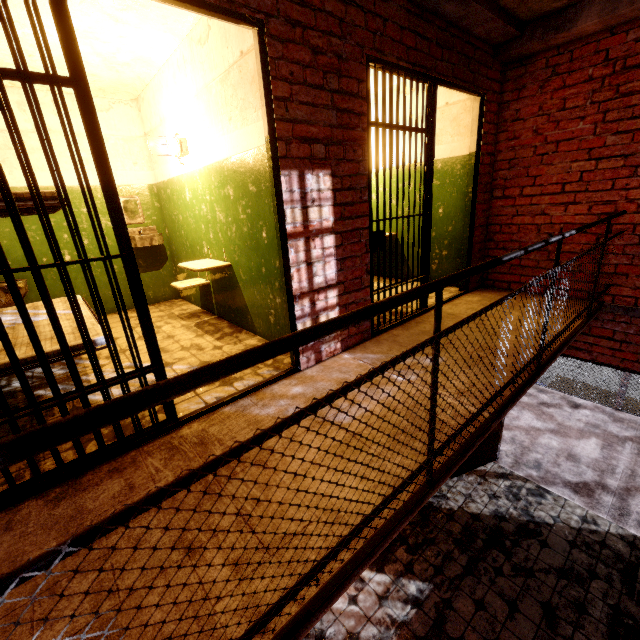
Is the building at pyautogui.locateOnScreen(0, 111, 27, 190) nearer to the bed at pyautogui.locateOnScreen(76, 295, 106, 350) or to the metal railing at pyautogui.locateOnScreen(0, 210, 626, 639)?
the bed at pyautogui.locateOnScreen(76, 295, 106, 350)

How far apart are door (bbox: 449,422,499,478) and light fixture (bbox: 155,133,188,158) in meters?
4.4

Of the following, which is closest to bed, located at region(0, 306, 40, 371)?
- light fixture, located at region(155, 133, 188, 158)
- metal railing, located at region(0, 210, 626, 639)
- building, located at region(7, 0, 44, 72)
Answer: building, located at region(7, 0, 44, 72)

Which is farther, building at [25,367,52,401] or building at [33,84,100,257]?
building at [33,84,100,257]

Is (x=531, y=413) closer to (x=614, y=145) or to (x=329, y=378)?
(x=614, y=145)

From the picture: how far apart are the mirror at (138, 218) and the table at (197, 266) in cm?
164

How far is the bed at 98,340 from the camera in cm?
235
